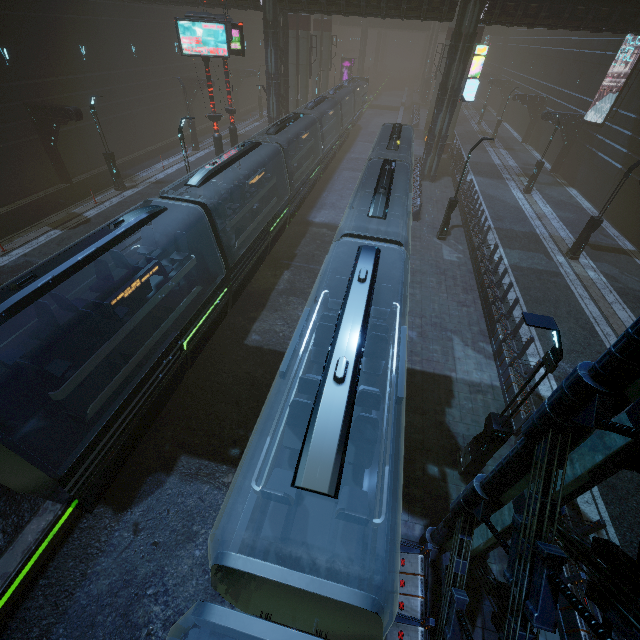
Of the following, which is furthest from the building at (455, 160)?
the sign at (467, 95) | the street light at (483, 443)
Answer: the street light at (483, 443)

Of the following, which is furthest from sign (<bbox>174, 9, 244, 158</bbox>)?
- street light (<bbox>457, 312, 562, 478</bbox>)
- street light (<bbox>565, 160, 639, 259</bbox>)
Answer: street light (<bbox>565, 160, 639, 259</bbox>)

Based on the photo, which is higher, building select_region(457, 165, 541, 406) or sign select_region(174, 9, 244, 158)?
sign select_region(174, 9, 244, 158)

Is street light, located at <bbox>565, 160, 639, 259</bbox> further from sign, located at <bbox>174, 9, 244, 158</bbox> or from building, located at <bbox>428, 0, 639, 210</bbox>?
sign, located at <bbox>174, 9, 244, 158</bbox>

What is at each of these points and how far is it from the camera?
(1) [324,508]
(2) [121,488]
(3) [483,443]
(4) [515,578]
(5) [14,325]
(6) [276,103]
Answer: (1) train, 5.5m
(2) train rail, 9.5m
(3) street light, 8.6m
(4) building, 4.0m
(5) building, 12.0m
(6) building, 26.4m

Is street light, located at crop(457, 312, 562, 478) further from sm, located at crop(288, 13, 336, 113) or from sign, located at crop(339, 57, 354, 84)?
sign, located at crop(339, 57, 354, 84)

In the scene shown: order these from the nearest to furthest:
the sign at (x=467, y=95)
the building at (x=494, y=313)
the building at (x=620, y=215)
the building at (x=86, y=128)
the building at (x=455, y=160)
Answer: the building at (x=494, y=313)
the building at (x=86, y=128)
the building at (x=620, y=215)
the sign at (x=467, y=95)
the building at (x=455, y=160)

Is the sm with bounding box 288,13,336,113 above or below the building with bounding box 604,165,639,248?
above
